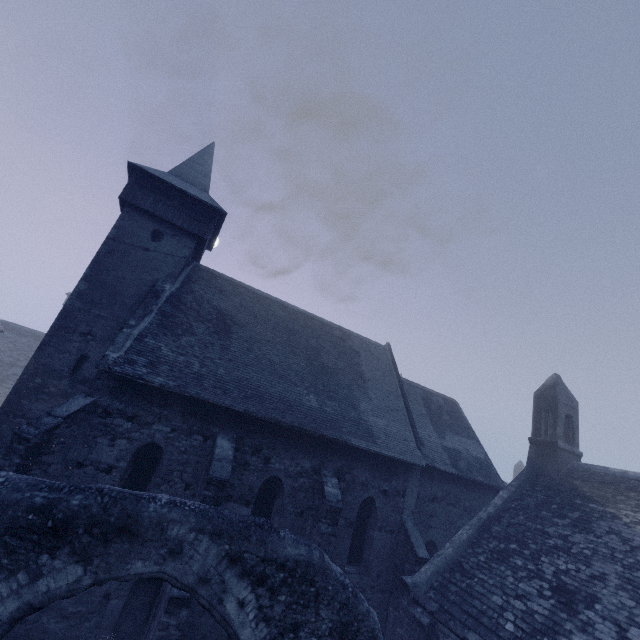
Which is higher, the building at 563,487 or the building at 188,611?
the building at 563,487

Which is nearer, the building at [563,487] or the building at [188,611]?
the building at [188,611]

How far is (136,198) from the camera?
13.7m

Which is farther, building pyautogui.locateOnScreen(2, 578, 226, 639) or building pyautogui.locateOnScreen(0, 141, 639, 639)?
building pyautogui.locateOnScreen(0, 141, 639, 639)

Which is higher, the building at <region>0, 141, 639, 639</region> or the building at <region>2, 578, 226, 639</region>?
the building at <region>0, 141, 639, 639</region>
